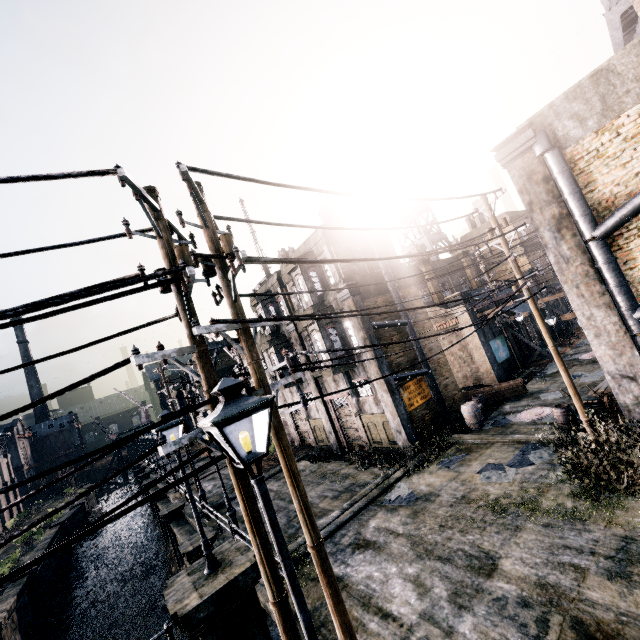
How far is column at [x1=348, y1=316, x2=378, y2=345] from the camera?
17.6 meters

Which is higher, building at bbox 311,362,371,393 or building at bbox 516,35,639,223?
building at bbox 516,35,639,223

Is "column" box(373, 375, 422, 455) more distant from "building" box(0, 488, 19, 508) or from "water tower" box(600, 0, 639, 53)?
"building" box(0, 488, 19, 508)

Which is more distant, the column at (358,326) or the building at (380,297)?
the building at (380,297)

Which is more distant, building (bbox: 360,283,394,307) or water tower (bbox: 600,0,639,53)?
building (bbox: 360,283,394,307)

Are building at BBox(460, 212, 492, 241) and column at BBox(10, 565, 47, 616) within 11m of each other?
no

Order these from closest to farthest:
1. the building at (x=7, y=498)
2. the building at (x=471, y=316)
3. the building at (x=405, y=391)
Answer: the building at (x=405, y=391) → the building at (x=471, y=316) → the building at (x=7, y=498)

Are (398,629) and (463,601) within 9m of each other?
yes
